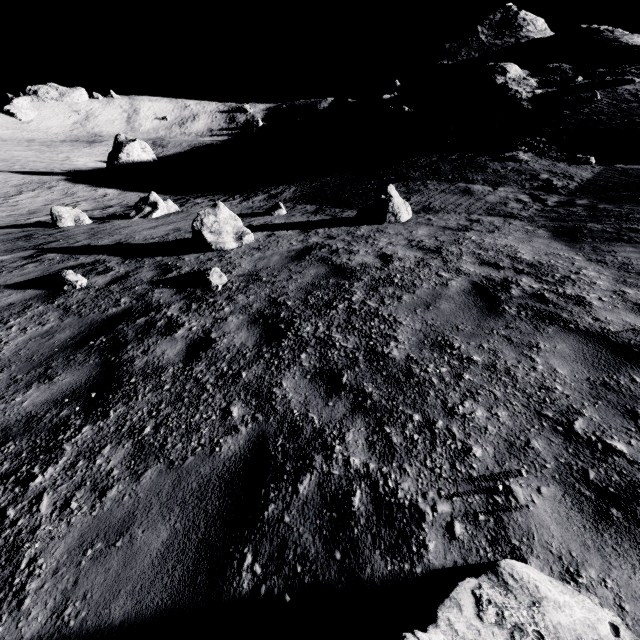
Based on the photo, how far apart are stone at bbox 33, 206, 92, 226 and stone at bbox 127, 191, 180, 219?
1.53m

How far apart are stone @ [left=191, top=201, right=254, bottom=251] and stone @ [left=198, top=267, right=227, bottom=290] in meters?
1.9 m

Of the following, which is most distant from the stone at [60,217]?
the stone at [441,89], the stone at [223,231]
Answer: the stone at [441,89]

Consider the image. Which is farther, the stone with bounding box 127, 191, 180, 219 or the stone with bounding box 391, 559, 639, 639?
the stone with bounding box 127, 191, 180, 219

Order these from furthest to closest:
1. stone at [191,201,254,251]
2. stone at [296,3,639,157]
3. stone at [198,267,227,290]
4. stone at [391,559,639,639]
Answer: stone at [296,3,639,157] < stone at [191,201,254,251] < stone at [198,267,227,290] < stone at [391,559,639,639]

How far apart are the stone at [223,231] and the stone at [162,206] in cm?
732

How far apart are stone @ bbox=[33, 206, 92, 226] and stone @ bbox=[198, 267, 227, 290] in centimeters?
1162cm

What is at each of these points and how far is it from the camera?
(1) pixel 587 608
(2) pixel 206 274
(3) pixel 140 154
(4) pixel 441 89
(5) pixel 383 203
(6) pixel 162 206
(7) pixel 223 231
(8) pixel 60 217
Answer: (1) stone, 1.7 meters
(2) stone, 6.4 meters
(3) stone, 31.7 meters
(4) stone, 28.3 meters
(5) stone, 9.7 meters
(6) stone, 15.6 meters
(7) stone, 8.8 meters
(8) stone, 13.7 meters
